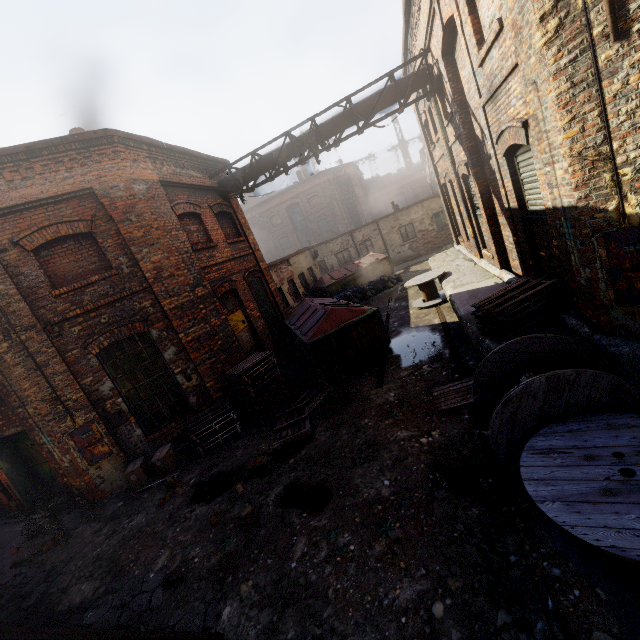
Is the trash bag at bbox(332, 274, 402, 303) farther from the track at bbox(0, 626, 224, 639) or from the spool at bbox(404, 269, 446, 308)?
the track at bbox(0, 626, 224, 639)

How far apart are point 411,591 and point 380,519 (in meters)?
0.93

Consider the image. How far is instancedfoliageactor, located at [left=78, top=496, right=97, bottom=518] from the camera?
6.9m

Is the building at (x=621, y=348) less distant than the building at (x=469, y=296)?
Yes

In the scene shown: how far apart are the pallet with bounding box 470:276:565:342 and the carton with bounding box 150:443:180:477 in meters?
7.4

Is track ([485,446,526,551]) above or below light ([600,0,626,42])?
below

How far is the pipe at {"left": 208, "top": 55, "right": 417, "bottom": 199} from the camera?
9.61m

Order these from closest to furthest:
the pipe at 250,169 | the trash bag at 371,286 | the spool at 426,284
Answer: the pipe at 250,169 < the spool at 426,284 < the trash bag at 371,286
